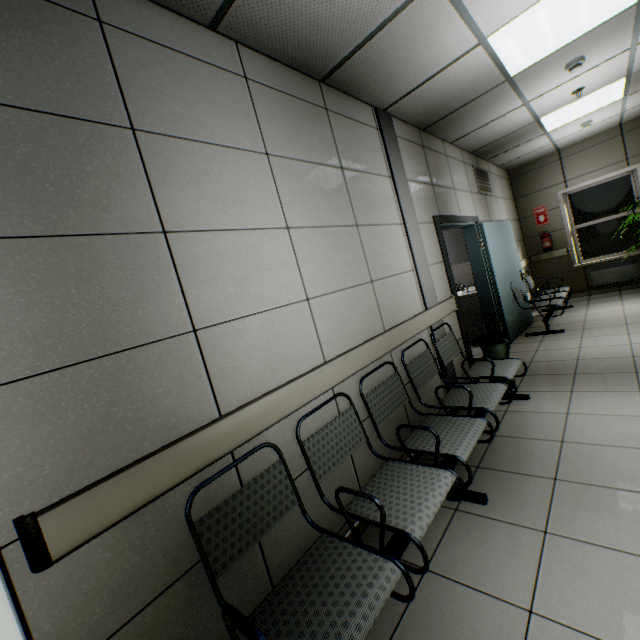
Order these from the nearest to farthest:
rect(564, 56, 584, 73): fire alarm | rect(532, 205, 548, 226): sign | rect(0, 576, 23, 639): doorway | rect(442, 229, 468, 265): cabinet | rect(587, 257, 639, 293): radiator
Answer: rect(0, 576, 23, 639): doorway → rect(564, 56, 584, 73): fire alarm → rect(442, 229, 468, 265): cabinet → rect(587, 257, 639, 293): radiator → rect(532, 205, 548, 226): sign

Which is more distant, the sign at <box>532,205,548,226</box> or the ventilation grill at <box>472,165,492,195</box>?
the sign at <box>532,205,548,226</box>

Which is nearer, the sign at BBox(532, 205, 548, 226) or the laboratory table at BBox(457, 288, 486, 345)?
the laboratory table at BBox(457, 288, 486, 345)

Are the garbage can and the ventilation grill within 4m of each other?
yes

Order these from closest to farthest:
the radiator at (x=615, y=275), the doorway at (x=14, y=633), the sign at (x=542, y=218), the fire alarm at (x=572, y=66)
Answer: the doorway at (x=14, y=633)
the fire alarm at (x=572, y=66)
the radiator at (x=615, y=275)
the sign at (x=542, y=218)

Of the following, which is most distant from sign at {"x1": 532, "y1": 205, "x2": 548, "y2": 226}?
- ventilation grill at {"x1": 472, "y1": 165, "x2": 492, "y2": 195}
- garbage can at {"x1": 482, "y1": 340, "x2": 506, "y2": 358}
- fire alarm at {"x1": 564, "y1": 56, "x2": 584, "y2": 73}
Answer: garbage can at {"x1": 482, "y1": 340, "x2": 506, "y2": 358}

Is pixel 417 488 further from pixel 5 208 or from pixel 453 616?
pixel 5 208

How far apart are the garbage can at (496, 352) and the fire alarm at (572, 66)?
2.9 meters
